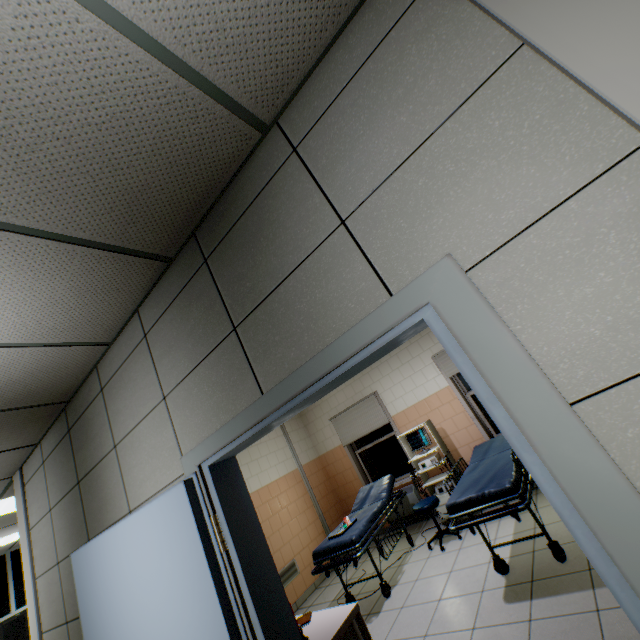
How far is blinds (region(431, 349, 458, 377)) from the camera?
5.71m

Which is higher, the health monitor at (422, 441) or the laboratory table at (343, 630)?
the health monitor at (422, 441)

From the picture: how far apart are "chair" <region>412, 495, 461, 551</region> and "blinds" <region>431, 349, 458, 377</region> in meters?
2.2 m

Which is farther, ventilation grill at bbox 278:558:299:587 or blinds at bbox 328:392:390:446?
blinds at bbox 328:392:390:446

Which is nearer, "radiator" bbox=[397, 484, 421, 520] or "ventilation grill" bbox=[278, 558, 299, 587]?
"ventilation grill" bbox=[278, 558, 299, 587]

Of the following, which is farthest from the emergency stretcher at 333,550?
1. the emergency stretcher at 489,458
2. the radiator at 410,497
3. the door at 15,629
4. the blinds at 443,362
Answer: the door at 15,629

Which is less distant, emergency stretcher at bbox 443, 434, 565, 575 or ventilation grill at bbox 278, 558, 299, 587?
emergency stretcher at bbox 443, 434, 565, 575

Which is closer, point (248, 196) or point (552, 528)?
point (248, 196)
